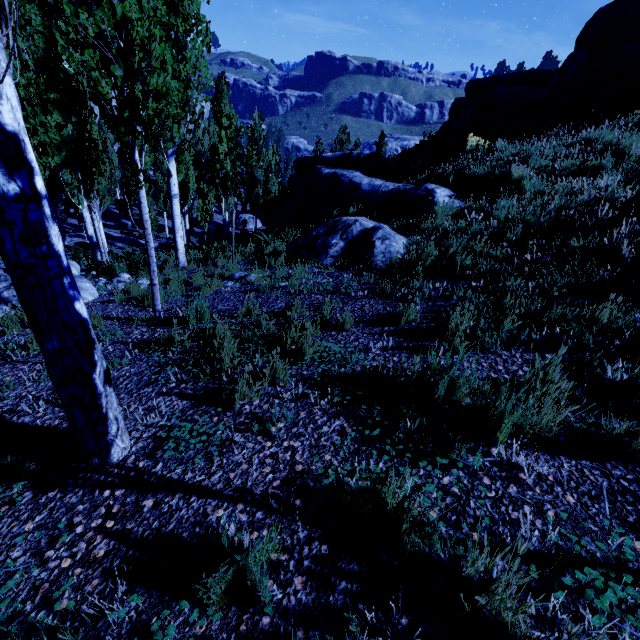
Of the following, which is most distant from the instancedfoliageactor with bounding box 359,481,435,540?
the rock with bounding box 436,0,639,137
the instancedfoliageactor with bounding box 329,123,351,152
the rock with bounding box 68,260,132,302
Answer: the rock with bounding box 436,0,639,137

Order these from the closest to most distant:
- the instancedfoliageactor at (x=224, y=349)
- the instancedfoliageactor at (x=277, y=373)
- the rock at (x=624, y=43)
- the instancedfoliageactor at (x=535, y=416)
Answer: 1. the instancedfoliageactor at (x=535, y=416)
2. the instancedfoliageactor at (x=277, y=373)
3. the instancedfoliageactor at (x=224, y=349)
4. the rock at (x=624, y=43)

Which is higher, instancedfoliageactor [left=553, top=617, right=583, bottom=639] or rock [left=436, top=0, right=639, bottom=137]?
rock [left=436, top=0, right=639, bottom=137]

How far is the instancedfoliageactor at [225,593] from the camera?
1.4 meters

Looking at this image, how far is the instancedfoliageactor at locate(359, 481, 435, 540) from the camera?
1.7 meters

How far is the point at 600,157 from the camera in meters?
7.4 m

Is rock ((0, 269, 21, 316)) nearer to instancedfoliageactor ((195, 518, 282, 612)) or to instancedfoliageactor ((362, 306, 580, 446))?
instancedfoliageactor ((362, 306, 580, 446))
